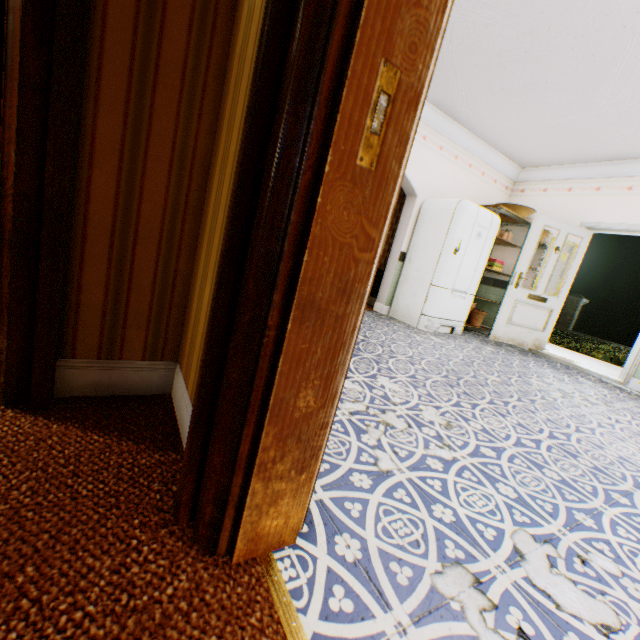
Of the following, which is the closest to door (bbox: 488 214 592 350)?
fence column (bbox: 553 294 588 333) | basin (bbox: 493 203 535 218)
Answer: basin (bbox: 493 203 535 218)

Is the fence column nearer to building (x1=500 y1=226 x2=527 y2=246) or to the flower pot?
building (x1=500 y1=226 x2=527 y2=246)

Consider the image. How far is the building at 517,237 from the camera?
6.1 meters

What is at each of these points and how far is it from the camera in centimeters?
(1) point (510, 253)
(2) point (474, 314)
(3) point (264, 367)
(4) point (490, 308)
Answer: (1) building, 623cm
(2) flower pot, 619cm
(3) building, 71cm
(4) building, 645cm

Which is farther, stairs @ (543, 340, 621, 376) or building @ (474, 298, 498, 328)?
building @ (474, 298, 498, 328)

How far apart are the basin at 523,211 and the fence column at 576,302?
14.8 meters

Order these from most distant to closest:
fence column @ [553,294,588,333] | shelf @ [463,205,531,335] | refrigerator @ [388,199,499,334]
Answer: fence column @ [553,294,588,333], shelf @ [463,205,531,335], refrigerator @ [388,199,499,334]

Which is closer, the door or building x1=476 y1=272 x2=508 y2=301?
the door
